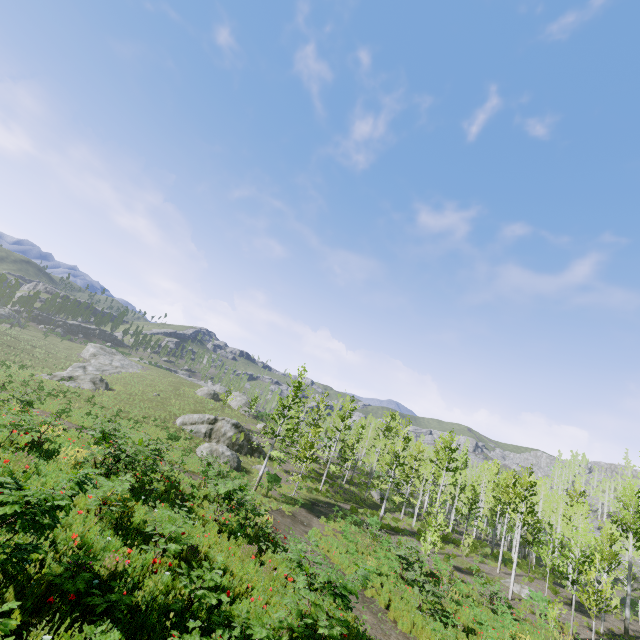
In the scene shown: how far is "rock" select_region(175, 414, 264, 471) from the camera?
29.4m

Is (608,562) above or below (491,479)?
below

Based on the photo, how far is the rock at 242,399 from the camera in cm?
5500

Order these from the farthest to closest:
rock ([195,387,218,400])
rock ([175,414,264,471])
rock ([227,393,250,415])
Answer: rock ([227,393,250,415])
rock ([195,387,218,400])
rock ([175,414,264,471])

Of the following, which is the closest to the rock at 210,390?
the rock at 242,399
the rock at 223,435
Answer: the rock at 242,399

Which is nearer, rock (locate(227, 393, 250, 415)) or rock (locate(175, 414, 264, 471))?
rock (locate(175, 414, 264, 471))

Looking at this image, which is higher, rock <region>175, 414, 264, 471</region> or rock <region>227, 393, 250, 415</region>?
rock <region>227, 393, 250, 415</region>

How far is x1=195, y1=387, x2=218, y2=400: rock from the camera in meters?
53.4 m
